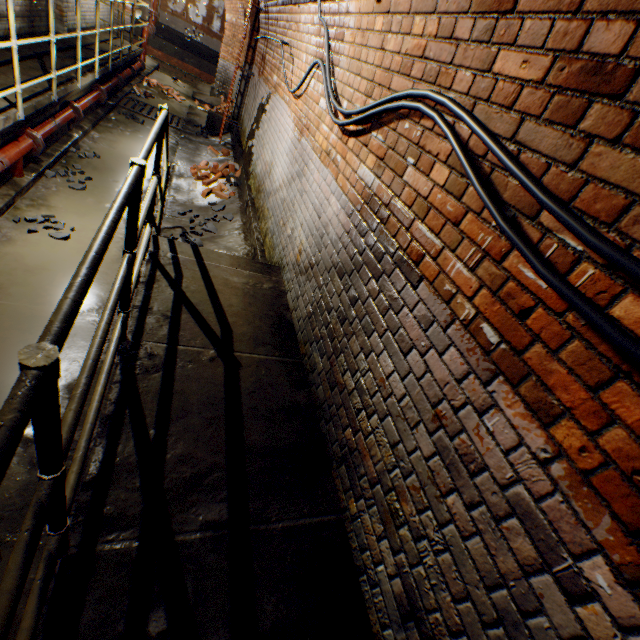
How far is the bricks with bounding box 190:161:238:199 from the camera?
6.33m

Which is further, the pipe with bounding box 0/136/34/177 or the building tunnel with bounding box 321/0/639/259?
the pipe with bounding box 0/136/34/177

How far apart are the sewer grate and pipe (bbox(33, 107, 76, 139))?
3.5 meters

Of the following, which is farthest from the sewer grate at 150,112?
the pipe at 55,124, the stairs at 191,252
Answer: the stairs at 191,252

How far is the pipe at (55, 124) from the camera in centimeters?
495cm

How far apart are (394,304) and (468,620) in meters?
1.4

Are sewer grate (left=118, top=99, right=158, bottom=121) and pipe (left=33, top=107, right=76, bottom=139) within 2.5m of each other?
no

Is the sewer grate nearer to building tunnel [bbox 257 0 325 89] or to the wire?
building tunnel [bbox 257 0 325 89]
